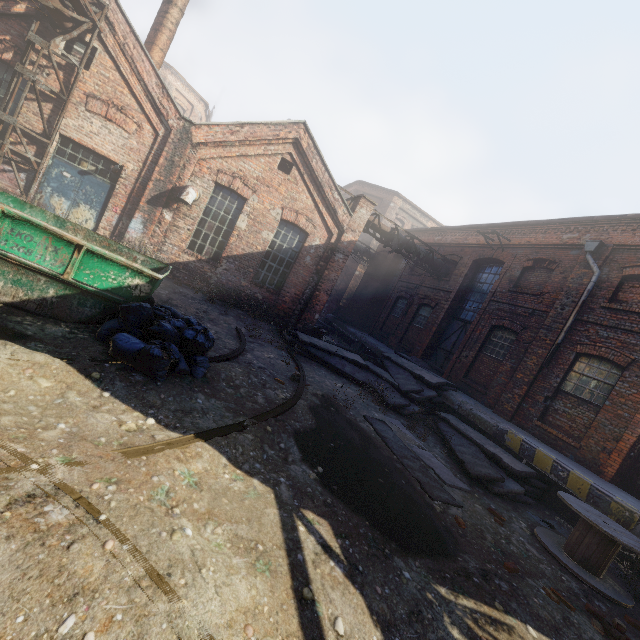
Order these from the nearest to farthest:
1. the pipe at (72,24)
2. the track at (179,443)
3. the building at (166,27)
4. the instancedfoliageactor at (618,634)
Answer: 1. the track at (179,443)
2. the instancedfoliageactor at (618,634)
3. the pipe at (72,24)
4. the building at (166,27)

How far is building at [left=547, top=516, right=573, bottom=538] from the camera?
7.1m

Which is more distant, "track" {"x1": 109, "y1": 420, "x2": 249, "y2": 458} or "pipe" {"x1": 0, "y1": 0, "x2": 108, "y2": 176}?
"pipe" {"x1": 0, "y1": 0, "x2": 108, "y2": 176}

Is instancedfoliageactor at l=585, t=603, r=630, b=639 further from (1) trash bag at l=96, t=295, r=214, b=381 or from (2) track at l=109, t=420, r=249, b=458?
(1) trash bag at l=96, t=295, r=214, b=381

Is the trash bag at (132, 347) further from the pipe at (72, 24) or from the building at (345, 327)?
the building at (345, 327)

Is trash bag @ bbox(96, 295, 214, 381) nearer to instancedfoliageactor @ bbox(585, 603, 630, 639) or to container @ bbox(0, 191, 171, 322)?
container @ bbox(0, 191, 171, 322)

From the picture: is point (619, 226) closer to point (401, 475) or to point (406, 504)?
point (401, 475)

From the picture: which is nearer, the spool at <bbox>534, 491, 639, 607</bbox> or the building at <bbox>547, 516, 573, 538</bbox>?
the spool at <bbox>534, 491, 639, 607</bbox>
